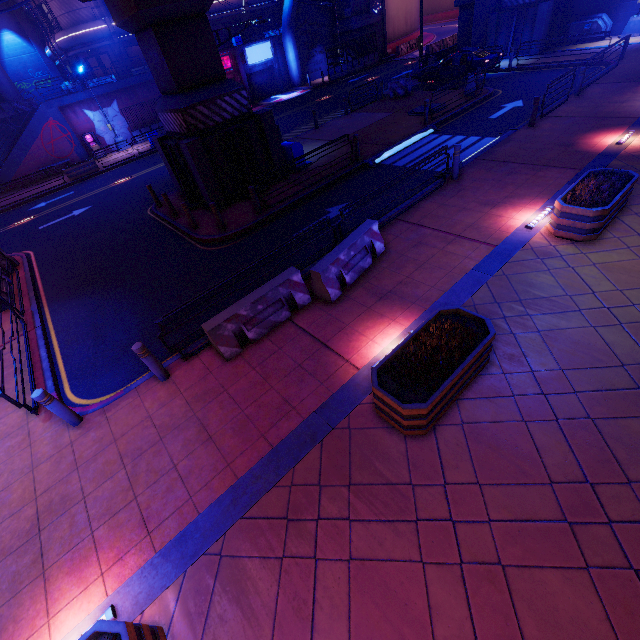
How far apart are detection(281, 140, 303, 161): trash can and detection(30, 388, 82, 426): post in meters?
12.8 m

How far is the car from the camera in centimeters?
2025cm

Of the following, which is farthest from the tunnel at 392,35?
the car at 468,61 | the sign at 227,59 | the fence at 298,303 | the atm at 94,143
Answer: the fence at 298,303

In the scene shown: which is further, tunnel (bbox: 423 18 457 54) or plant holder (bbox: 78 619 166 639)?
tunnel (bbox: 423 18 457 54)

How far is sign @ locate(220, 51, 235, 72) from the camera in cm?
3184

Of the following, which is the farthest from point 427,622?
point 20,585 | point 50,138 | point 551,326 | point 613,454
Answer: point 50,138

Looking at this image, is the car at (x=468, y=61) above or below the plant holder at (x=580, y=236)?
above

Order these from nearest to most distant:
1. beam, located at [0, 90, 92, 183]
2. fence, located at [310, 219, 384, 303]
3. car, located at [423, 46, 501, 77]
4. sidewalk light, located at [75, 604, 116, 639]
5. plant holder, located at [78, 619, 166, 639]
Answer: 1. plant holder, located at [78, 619, 166, 639]
2. sidewalk light, located at [75, 604, 116, 639]
3. fence, located at [310, 219, 384, 303]
4. car, located at [423, 46, 501, 77]
5. beam, located at [0, 90, 92, 183]
